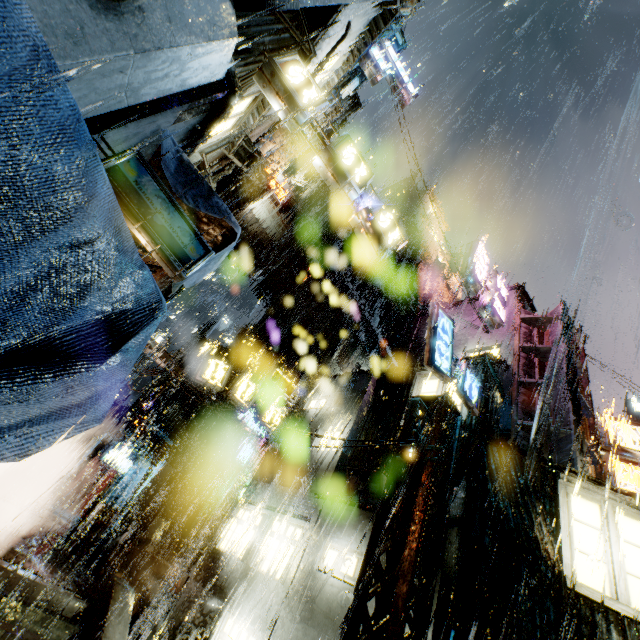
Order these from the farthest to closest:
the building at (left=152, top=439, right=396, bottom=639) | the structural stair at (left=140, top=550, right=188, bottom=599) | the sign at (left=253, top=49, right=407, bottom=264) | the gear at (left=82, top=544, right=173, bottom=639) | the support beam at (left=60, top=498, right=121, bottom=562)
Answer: the structural stair at (left=140, top=550, right=188, bottom=599) < the support beam at (left=60, top=498, right=121, bottom=562) < the gear at (left=82, top=544, right=173, bottom=639) < the building at (left=152, top=439, right=396, bottom=639) < the sign at (left=253, top=49, right=407, bottom=264)

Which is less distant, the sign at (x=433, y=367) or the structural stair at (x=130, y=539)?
the sign at (x=433, y=367)

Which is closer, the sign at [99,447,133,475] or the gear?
the gear

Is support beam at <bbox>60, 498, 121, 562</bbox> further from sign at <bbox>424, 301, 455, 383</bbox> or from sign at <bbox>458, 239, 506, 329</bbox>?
sign at <bbox>458, 239, 506, 329</bbox>

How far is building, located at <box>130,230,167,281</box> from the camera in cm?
783

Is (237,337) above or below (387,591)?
above

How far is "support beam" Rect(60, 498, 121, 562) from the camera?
14.80m

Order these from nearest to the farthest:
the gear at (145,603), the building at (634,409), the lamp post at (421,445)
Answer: the lamp post at (421,445)
the gear at (145,603)
the building at (634,409)
